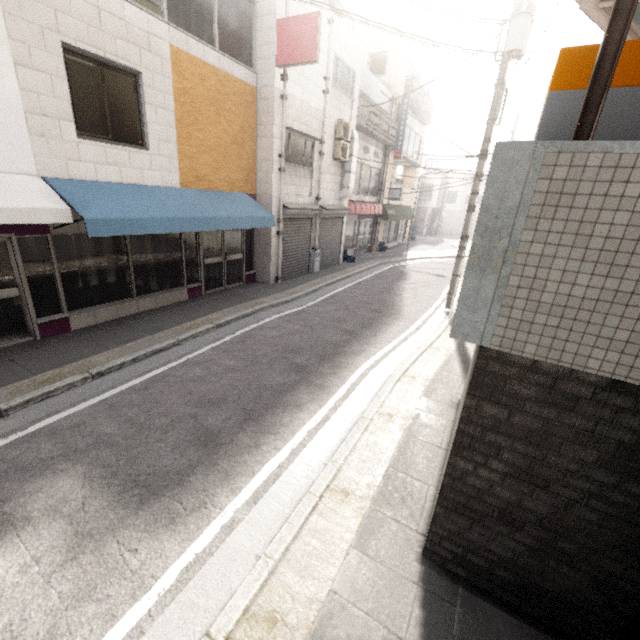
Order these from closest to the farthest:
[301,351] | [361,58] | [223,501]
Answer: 1. [223,501]
2. [301,351]
3. [361,58]

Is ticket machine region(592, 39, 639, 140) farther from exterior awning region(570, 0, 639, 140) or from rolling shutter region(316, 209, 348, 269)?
rolling shutter region(316, 209, 348, 269)

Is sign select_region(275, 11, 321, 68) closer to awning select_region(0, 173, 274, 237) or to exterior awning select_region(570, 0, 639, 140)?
awning select_region(0, 173, 274, 237)

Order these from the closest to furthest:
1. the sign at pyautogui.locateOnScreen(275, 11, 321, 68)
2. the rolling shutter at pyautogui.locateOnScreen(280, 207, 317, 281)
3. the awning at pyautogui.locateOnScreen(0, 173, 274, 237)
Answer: the awning at pyautogui.locateOnScreen(0, 173, 274, 237), the sign at pyautogui.locateOnScreen(275, 11, 321, 68), the rolling shutter at pyautogui.locateOnScreen(280, 207, 317, 281)

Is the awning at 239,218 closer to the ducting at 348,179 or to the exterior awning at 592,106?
the ducting at 348,179

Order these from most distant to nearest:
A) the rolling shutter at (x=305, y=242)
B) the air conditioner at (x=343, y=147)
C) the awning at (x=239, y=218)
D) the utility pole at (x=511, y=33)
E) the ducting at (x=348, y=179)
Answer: the ducting at (x=348, y=179)
the air conditioner at (x=343, y=147)
the rolling shutter at (x=305, y=242)
the utility pole at (x=511, y=33)
the awning at (x=239, y=218)

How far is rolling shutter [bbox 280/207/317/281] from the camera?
11.5 meters

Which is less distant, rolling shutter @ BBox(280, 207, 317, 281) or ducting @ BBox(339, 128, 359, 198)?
rolling shutter @ BBox(280, 207, 317, 281)
